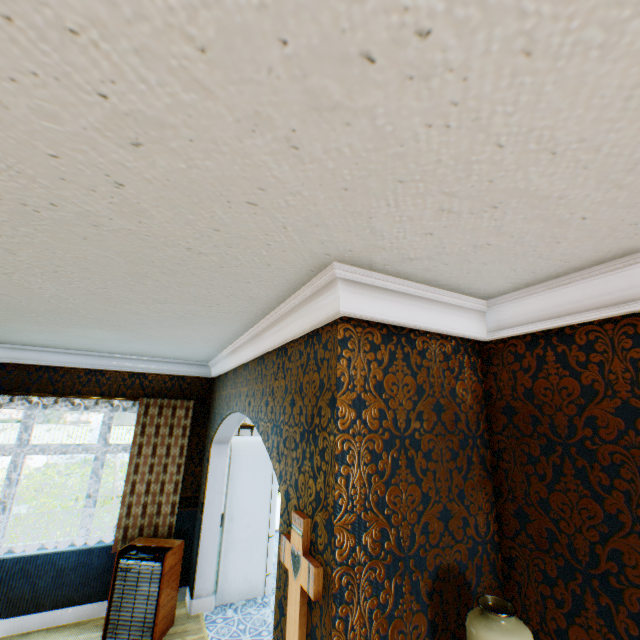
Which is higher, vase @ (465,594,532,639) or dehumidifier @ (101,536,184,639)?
vase @ (465,594,532,639)

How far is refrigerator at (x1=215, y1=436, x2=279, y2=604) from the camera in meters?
4.4

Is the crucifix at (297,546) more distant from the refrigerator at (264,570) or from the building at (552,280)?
the refrigerator at (264,570)

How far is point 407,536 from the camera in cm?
153

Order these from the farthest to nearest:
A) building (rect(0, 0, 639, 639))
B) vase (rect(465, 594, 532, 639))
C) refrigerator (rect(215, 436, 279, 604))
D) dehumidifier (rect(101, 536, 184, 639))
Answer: refrigerator (rect(215, 436, 279, 604)) < dehumidifier (rect(101, 536, 184, 639)) < vase (rect(465, 594, 532, 639)) < building (rect(0, 0, 639, 639))

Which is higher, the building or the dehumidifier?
the building

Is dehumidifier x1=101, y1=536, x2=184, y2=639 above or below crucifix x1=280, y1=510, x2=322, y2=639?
below

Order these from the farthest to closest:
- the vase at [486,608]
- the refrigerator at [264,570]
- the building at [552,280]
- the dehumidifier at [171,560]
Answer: the refrigerator at [264,570] → the dehumidifier at [171,560] → the vase at [486,608] → the building at [552,280]
